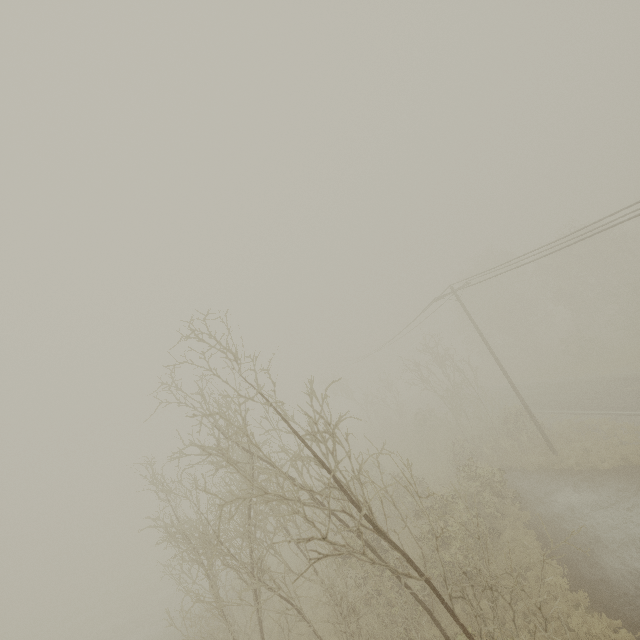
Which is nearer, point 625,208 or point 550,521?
point 625,208
